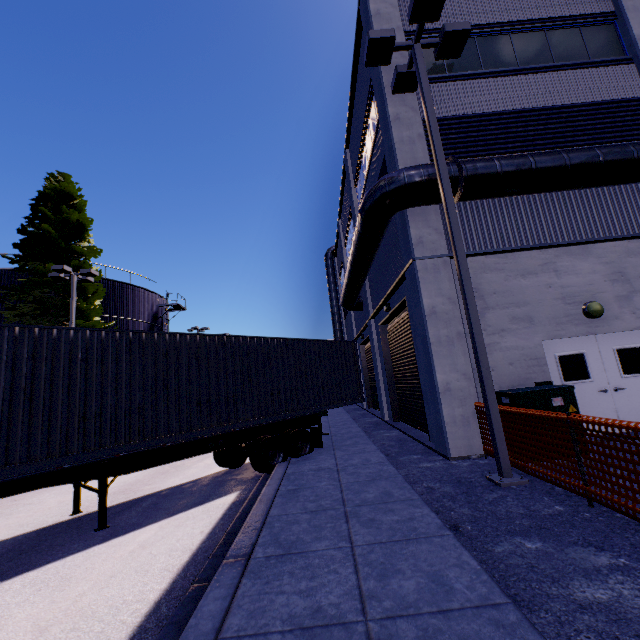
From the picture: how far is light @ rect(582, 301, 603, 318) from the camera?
8.3 meters

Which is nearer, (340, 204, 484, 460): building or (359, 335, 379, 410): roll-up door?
(340, 204, 484, 460): building

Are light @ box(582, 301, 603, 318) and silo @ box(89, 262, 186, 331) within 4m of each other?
no

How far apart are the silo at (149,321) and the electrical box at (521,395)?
26.49m

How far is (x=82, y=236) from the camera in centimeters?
2169cm

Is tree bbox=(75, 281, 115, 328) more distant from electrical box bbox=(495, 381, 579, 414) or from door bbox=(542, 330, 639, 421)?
electrical box bbox=(495, 381, 579, 414)

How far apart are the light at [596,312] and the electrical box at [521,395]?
2.84m

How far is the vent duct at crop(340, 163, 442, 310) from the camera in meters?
7.7
